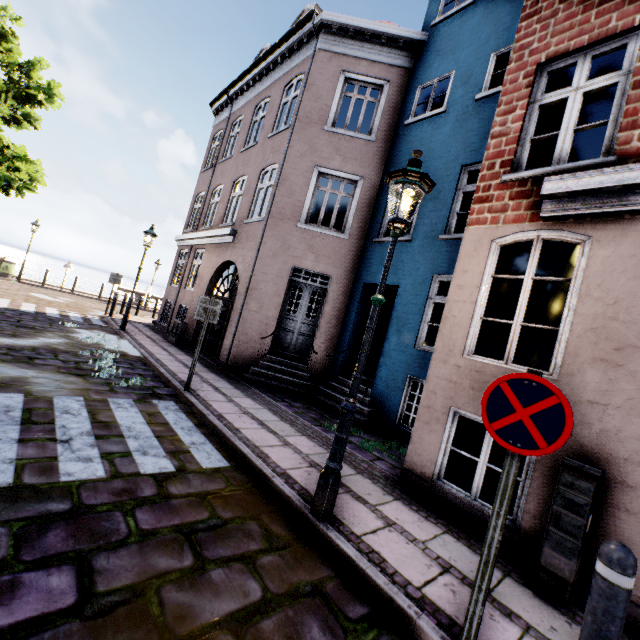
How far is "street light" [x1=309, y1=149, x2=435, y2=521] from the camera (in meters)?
3.25

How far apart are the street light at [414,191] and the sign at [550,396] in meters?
1.2 m

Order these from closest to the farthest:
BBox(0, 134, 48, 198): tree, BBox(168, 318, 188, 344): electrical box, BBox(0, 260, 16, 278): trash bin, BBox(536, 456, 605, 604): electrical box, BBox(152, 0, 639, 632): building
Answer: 1. BBox(536, 456, 605, 604): electrical box
2. BBox(152, 0, 639, 632): building
3. BBox(0, 134, 48, 198): tree
4. BBox(168, 318, 188, 344): electrical box
5. BBox(0, 260, 16, 278): trash bin

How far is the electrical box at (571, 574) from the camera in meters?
3.0

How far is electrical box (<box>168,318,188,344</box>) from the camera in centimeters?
1178cm

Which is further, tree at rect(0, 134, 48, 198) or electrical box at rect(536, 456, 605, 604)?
tree at rect(0, 134, 48, 198)

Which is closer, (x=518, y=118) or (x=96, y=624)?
(x=96, y=624)

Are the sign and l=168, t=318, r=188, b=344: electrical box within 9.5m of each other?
no
